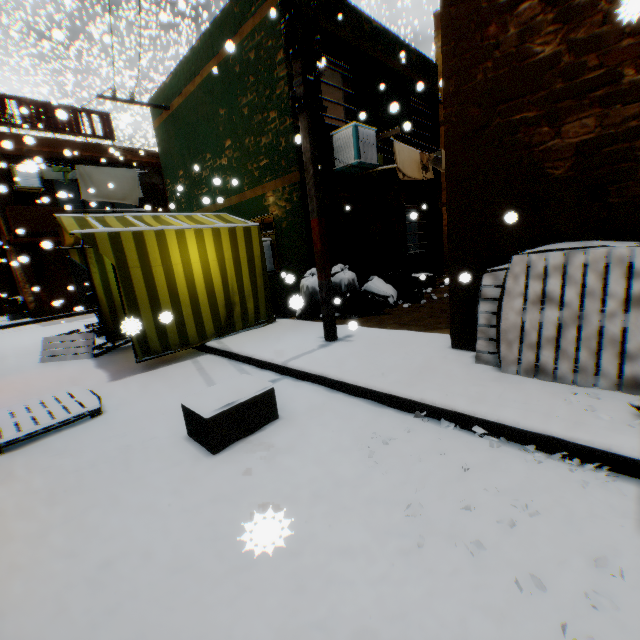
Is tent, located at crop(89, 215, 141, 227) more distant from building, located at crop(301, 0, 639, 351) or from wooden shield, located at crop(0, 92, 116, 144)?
wooden shield, located at crop(0, 92, 116, 144)

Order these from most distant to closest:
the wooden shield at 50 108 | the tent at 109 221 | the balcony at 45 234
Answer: the wooden shield at 50 108 < the balcony at 45 234 < the tent at 109 221

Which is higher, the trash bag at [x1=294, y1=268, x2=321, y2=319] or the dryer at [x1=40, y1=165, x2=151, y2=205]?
the dryer at [x1=40, y1=165, x2=151, y2=205]

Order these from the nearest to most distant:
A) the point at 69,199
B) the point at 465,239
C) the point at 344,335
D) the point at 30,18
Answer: the point at 465,239, the point at 344,335, the point at 69,199, the point at 30,18

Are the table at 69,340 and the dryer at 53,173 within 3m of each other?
yes

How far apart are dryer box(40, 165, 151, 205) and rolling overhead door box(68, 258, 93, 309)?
0.60m

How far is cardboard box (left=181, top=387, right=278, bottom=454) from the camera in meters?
2.8

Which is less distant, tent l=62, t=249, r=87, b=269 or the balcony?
tent l=62, t=249, r=87, b=269
